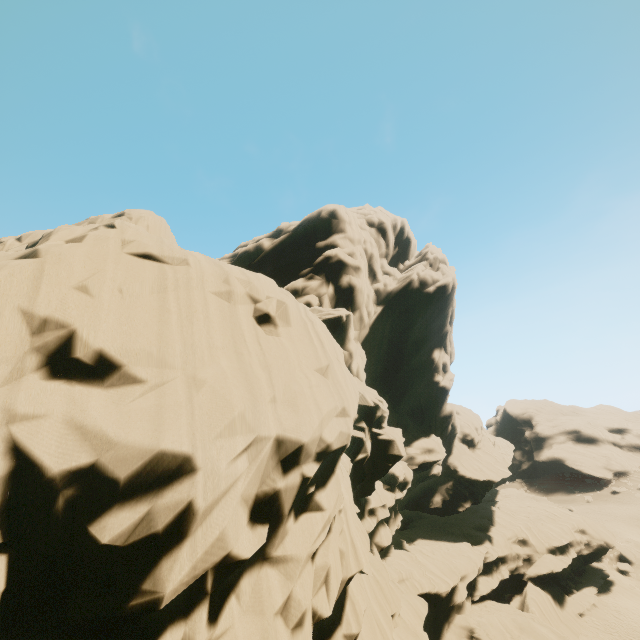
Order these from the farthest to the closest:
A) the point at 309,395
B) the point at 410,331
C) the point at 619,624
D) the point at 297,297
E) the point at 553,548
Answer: the point at 553,548, the point at 410,331, the point at 619,624, the point at 297,297, the point at 309,395
